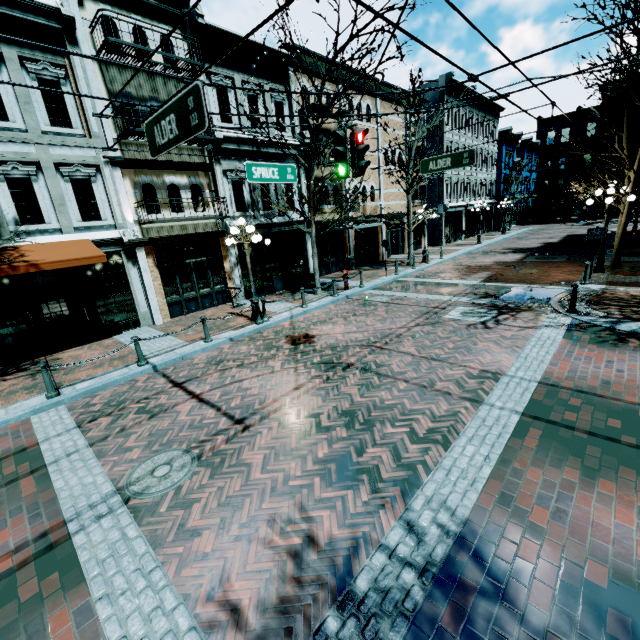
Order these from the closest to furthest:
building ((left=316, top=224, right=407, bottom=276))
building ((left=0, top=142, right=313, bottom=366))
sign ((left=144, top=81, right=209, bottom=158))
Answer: sign ((left=144, top=81, right=209, bottom=158)) → building ((left=0, top=142, right=313, bottom=366)) → building ((left=316, top=224, right=407, bottom=276))

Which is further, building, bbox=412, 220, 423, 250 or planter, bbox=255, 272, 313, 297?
building, bbox=412, 220, 423, 250

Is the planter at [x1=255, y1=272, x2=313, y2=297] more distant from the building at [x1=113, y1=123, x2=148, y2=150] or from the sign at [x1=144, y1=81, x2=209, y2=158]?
the sign at [x1=144, y1=81, x2=209, y2=158]

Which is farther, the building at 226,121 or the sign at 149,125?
the building at 226,121

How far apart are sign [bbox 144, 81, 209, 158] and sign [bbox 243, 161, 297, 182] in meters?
3.5

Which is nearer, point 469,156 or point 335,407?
point 335,407

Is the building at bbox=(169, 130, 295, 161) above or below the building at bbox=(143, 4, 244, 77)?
below

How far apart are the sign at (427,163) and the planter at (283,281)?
8.50m
